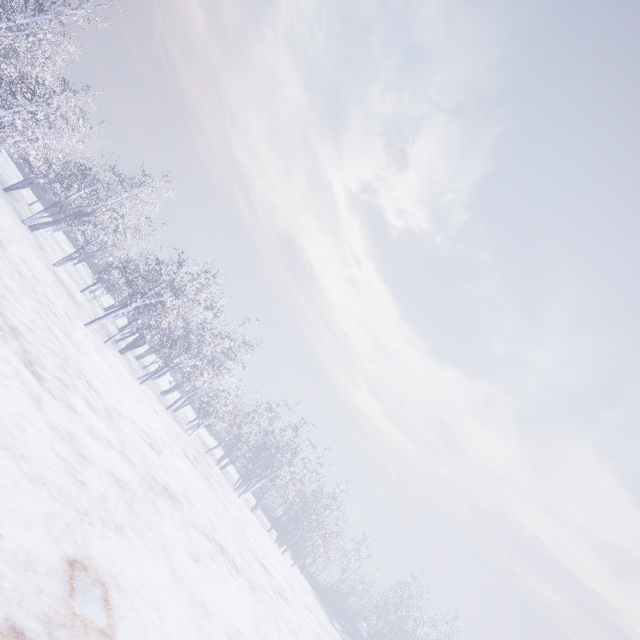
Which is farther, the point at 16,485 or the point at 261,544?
the point at 261,544
